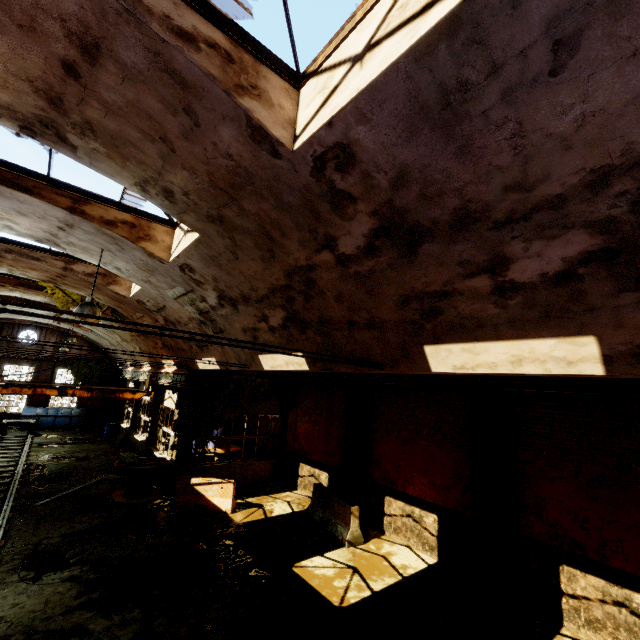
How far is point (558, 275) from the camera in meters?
3.2

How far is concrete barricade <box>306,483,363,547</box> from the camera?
9.9m

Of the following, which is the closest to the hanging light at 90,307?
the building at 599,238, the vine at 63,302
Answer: the building at 599,238

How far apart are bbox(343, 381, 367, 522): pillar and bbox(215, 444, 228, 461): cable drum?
6.5m

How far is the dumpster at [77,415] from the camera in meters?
23.5 m

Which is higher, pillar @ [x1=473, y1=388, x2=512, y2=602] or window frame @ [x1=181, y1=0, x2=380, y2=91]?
window frame @ [x1=181, y1=0, x2=380, y2=91]

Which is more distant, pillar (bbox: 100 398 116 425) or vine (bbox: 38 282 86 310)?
pillar (bbox: 100 398 116 425)

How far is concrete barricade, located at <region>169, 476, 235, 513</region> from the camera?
11.4m
